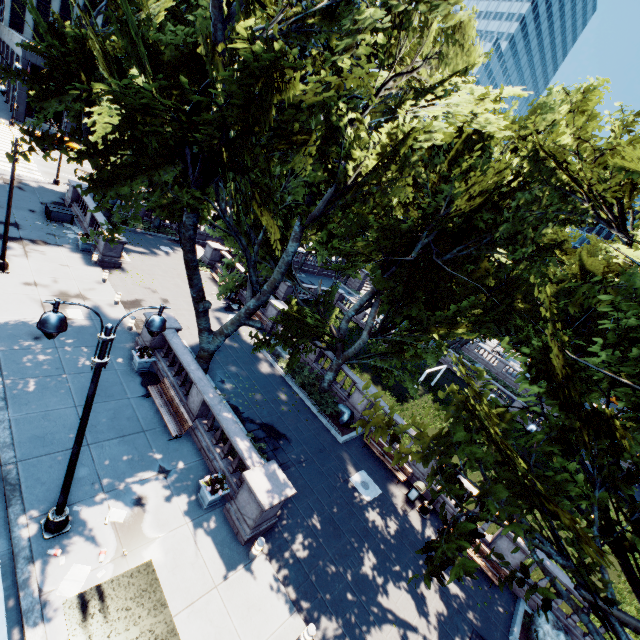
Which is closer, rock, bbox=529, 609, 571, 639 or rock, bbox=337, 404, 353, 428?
rock, bbox=529, 609, 571, 639

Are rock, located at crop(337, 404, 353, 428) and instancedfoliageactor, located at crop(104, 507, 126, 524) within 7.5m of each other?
no

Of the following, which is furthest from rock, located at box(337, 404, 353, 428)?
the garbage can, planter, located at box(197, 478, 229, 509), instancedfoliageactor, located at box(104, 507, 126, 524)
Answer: instancedfoliageactor, located at box(104, 507, 126, 524)

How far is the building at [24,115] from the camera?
43.25m

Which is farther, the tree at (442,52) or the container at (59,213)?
the container at (59,213)

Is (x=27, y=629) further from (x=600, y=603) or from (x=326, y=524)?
(x=600, y=603)

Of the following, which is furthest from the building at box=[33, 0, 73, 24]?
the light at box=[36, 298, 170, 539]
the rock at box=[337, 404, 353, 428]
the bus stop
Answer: the bus stop

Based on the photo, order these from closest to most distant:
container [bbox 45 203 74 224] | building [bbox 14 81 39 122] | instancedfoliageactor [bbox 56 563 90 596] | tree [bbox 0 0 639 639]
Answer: tree [bbox 0 0 639 639] → instancedfoliageactor [bbox 56 563 90 596] → container [bbox 45 203 74 224] → building [bbox 14 81 39 122]
